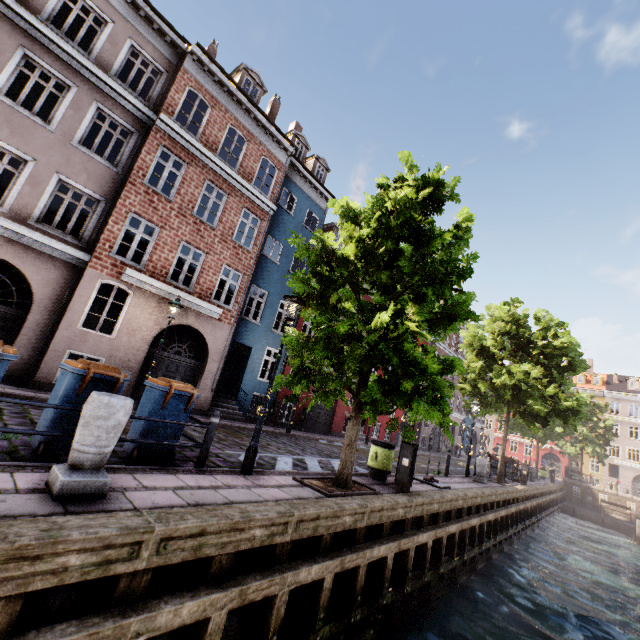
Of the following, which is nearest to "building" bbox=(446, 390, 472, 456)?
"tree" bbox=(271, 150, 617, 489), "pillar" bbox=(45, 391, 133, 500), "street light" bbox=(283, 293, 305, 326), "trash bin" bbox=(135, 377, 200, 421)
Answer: "street light" bbox=(283, 293, 305, 326)

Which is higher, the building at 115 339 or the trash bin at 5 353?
the building at 115 339

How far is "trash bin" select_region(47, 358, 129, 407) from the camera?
4.70m

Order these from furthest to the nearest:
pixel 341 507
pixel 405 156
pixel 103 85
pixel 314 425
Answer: pixel 314 425
pixel 103 85
pixel 405 156
pixel 341 507

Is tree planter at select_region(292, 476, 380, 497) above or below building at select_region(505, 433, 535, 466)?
below

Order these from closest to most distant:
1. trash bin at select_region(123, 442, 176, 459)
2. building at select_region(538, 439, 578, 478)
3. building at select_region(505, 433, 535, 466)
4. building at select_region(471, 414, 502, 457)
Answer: trash bin at select_region(123, 442, 176, 459)
building at select_region(471, 414, 502, 457)
building at select_region(538, 439, 578, 478)
building at select_region(505, 433, 535, 466)

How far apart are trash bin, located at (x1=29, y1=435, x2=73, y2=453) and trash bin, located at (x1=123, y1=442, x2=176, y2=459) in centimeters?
45cm

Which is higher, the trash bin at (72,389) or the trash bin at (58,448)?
the trash bin at (72,389)
